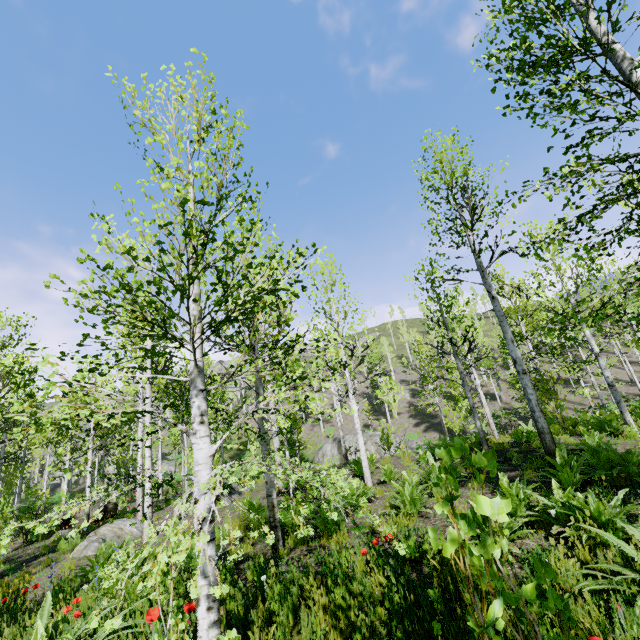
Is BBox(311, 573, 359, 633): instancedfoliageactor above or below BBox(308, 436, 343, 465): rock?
below

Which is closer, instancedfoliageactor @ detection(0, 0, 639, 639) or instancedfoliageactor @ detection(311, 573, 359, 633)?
instancedfoliageactor @ detection(0, 0, 639, 639)

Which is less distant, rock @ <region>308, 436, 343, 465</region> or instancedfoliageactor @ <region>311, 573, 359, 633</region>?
instancedfoliageactor @ <region>311, 573, 359, 633</region>

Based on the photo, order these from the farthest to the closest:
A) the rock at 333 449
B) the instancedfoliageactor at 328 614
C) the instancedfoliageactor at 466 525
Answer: the rock at 333 449 → the instancedfoliageactor at 328 614 → the instancedfoliageactor at 466 525

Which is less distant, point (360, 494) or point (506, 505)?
A: point (506, 505)

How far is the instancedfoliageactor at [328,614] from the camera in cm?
318

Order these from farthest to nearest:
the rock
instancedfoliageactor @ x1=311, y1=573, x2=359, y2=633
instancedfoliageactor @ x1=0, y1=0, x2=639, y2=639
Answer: the rock < instancedfoliageactor @ x1=311, y1=573, x2=359, y2=633 < instancedfoliageactor @ x1=0, y1=0, x2=639, y2=639
